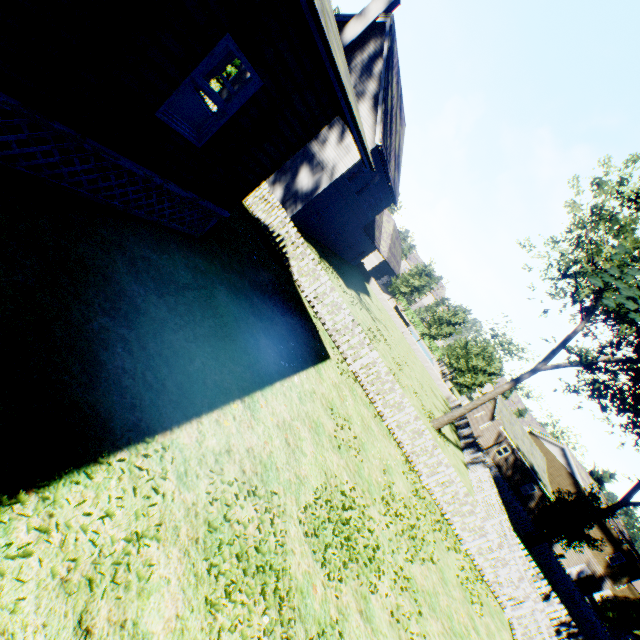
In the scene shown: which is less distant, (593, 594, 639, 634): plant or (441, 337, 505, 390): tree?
(593, 594, 639, 634): plant

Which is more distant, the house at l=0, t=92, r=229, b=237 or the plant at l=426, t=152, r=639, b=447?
the plant at l=426, t=152, r=639, b=447

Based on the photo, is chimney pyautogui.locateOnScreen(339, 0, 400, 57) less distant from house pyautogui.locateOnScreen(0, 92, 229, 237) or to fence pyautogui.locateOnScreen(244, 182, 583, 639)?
fence pyautogui.locateOnScreen(244, 182, 583, 639)

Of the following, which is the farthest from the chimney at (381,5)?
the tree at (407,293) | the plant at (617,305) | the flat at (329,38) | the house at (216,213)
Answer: the plant at (617,305)

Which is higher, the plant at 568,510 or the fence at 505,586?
the plant at 568,510

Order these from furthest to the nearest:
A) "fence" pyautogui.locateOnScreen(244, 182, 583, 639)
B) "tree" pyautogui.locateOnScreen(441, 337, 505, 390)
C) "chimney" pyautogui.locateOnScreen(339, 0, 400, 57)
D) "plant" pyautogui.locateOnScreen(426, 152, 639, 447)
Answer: "tree" pyautogui.locateOnScreen(441, 337, 505, 390) < "chimney" pyautogui.locateOnScreen(339, 0, 400, 57) < "plant" pyautogui.locateOnScreen(426, 152, 639, 447) < "fence" pyautogui.locateOnScreen(244, 182, 583, 639)

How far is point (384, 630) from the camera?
5.5 meters

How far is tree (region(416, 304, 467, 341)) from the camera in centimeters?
3869cm
